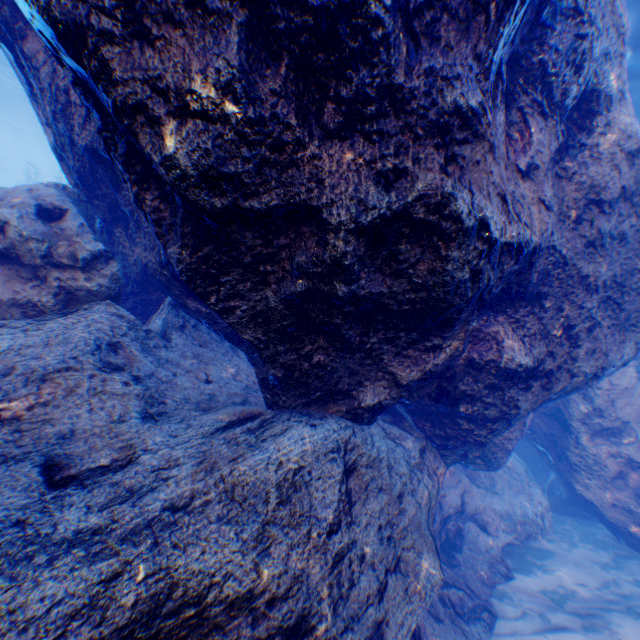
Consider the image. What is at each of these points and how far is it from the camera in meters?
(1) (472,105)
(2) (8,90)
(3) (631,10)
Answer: (1) rock, 2.4 m
(2) light, 24.6 m
(3) light, 7.2 m

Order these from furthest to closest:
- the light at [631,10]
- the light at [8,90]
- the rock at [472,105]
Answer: the light at [8,90]
the light at [631,10]
the rock at [472,105]

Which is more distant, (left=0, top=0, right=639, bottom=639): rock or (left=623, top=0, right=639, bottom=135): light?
(left=623, top=0, right=639, bottom=135): light

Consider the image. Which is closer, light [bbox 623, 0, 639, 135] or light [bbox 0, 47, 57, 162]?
light [bbox 623, 0, 639, 135]

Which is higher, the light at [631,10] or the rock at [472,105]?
the light at [631,10]

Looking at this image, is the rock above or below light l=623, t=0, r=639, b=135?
below

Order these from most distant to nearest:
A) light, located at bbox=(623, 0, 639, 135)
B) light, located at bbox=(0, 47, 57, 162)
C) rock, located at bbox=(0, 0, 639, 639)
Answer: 1. light, located at bbox=(0, 47, 57, 162)
2. light, located at bbox=(623, 0, 639, 135)
3. rock, located at bbox=(0, 0, 639, 639)

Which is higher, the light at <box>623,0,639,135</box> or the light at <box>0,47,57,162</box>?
the light at <box>0,47,57,162</box>
